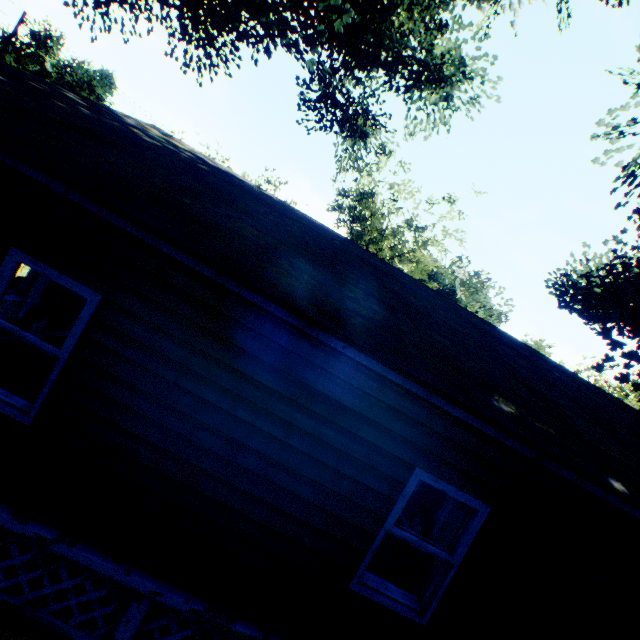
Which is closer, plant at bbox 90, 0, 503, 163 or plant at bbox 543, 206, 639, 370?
plant at bbox 543, 206, 639, 370

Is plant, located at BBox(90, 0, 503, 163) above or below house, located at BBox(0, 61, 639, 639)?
above

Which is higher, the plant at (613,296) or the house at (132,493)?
the plant at (613,296)

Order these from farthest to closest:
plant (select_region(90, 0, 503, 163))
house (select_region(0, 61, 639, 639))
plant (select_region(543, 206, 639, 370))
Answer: plant (select_region(90, 0, 503, 163)) → plant (select_region(543, 206, 639, 370)) → house (select_region(0, 61, 639, 639))

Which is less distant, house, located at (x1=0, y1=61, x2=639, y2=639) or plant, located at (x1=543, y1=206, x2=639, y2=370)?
house, located at (x1=0, y1=61, x2=639, y2=639)

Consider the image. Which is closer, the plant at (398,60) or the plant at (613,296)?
the plant at (613,296)

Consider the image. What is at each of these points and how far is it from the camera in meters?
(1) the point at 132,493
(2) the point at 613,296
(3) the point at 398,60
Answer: (1) house, 3.5 m
(2) plant, 9.8 m
(3) plant, 22.6 m
